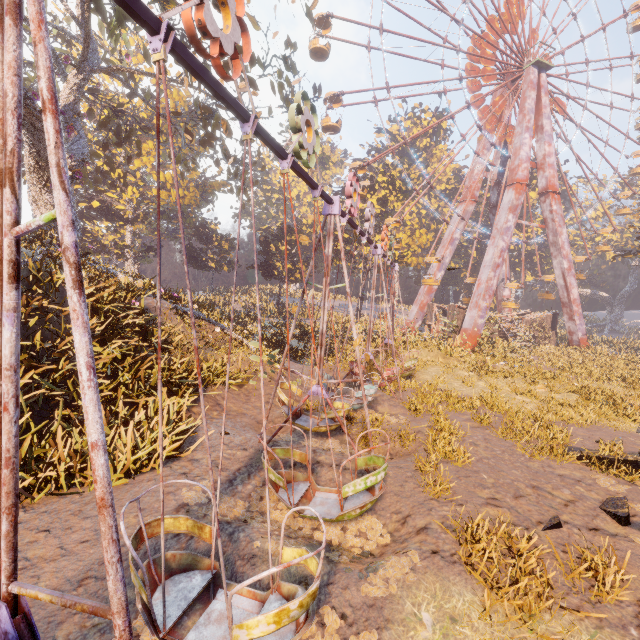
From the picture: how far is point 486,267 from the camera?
28.20m

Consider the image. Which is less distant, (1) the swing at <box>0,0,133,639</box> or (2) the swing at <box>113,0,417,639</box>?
(1) the swing at <box>0,0,133,639</box>

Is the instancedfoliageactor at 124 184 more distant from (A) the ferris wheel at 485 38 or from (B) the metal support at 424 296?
(B) the metal support at 424 296

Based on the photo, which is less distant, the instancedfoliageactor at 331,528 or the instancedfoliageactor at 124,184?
the instancedfoliageactor at 331,528

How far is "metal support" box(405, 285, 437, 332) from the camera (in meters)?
34.62

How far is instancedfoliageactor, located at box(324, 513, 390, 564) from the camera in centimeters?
536cm

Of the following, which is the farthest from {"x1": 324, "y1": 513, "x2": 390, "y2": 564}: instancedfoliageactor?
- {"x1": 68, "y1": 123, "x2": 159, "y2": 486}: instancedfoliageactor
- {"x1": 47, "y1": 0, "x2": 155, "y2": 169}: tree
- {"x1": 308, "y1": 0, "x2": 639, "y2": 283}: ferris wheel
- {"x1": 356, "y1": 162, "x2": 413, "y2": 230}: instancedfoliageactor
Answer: {"x1": 308, "y1": 0, "x2": 639, "y2": 283}: ferris wheel

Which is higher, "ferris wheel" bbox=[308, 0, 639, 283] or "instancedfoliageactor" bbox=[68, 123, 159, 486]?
"ferris wheel" bbox=[308, 0, 639, 283]
